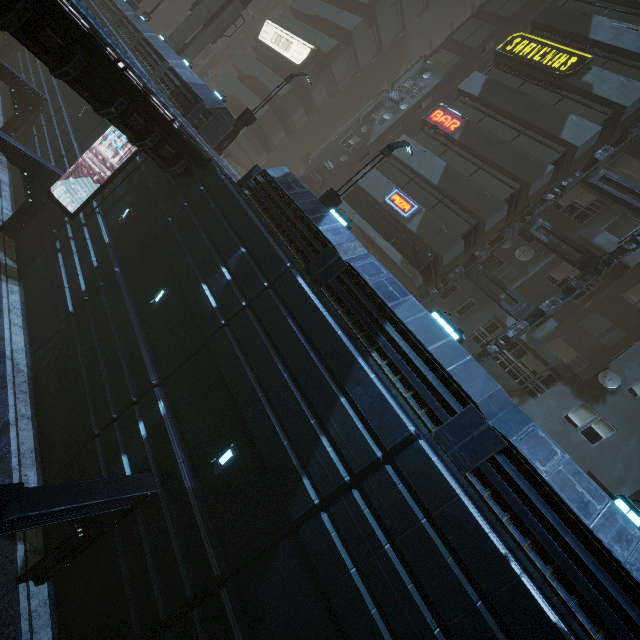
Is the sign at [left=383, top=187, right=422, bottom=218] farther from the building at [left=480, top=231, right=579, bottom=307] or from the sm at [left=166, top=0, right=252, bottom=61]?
the sm at [left=166, top=0, right=252, bottom=61]

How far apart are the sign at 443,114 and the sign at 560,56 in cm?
428

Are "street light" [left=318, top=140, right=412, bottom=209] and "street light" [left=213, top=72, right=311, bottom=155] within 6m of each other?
no

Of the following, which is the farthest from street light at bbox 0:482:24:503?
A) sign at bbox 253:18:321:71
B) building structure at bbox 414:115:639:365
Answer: sign at bbox 253:18:321:71

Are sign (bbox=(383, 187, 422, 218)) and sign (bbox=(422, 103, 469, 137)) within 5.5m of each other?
yes

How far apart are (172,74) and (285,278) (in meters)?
16.92

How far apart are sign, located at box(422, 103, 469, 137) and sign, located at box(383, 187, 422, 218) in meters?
4.4

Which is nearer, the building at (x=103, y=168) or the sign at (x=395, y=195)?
the building at (x=103, y=168)
